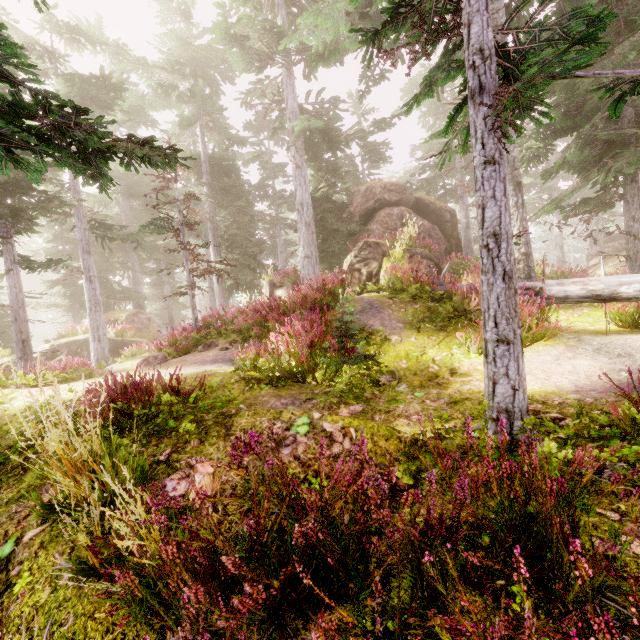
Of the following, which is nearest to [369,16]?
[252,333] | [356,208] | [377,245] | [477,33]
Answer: [377,245]

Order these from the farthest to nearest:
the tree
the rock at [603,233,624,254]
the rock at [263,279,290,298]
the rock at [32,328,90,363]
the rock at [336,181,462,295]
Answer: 1. the rock at [603,233,624,254]
2. the rock at [32,328,90,363]
3. the rock at [263,279,290,298]
4. the rock at [336,181,462,295]
5. the tree

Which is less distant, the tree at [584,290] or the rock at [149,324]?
the tree at [584,290]

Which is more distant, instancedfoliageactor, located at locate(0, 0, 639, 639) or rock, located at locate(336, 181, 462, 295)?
rock, located at locate(336, 181, 462, 295)

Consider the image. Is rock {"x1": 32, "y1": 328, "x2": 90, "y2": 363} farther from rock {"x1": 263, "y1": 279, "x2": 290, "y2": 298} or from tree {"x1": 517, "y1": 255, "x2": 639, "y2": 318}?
tree {"x1": 517, "y1": 255, "x2": 639, "y2": 318}

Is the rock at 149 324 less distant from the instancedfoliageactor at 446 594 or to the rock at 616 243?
the instancedfoliageactor at 446 594

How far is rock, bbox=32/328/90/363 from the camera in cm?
1945

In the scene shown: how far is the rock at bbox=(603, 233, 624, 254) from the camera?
34.53m
